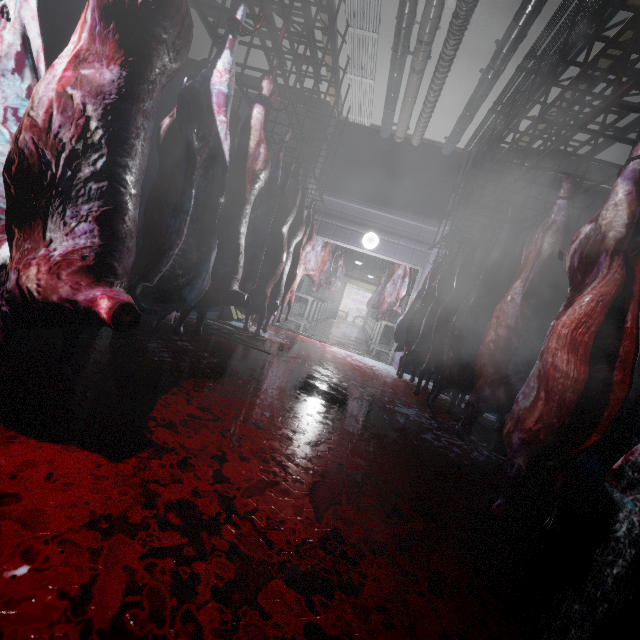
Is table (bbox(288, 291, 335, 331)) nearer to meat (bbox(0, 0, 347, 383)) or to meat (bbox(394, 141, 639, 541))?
meat (bbox(394, 141, 639, 541))

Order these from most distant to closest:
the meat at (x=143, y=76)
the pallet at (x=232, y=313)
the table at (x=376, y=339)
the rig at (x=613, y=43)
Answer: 1. the table at (x=376, y=339)
2. the pallet at (x=232, y=313)
3. the rig at (x=613, y=43)
4. the meat at (x=143, y=76)

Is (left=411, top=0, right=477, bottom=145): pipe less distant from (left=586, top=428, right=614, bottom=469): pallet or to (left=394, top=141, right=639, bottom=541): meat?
(left=394, top=141, right=639, bottom=541): meat

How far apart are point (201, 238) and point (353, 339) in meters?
7.3

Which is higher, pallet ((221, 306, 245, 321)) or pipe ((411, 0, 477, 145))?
pipe ((411, 0, 477, 145))

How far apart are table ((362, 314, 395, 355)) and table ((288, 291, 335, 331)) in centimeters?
158cm

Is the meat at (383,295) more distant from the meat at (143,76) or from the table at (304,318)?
the meat at (143,76)

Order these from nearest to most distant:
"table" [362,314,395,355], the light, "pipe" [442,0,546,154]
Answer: "pipe" [442,0,546,154]
the light
"table" [362,314,395,355]
